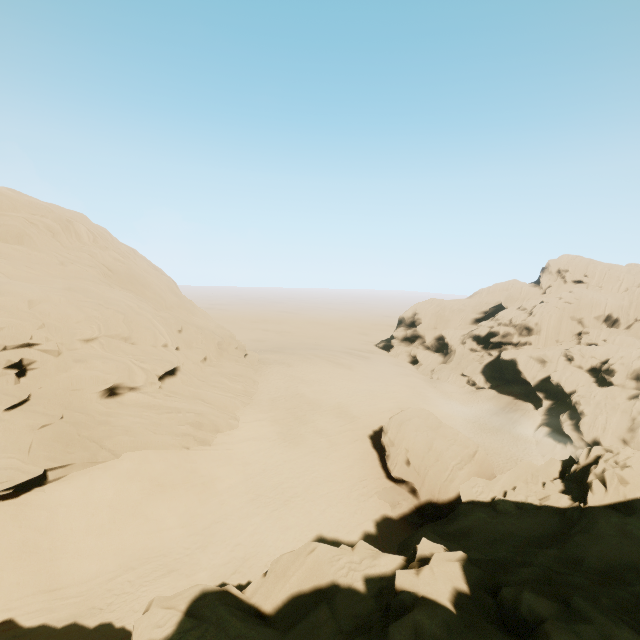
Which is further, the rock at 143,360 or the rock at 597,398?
the rock at 143,360

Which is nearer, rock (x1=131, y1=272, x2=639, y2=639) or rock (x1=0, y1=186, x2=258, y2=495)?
rock (x1=131, y1=272, x2=639, y2=639)

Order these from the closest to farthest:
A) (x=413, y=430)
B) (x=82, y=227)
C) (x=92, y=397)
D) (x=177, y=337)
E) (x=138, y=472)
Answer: (x=138, y=472) < (x=92, y=397) < (x=413, y=430) < (x=82, y=227) < (x=177, y=337)
